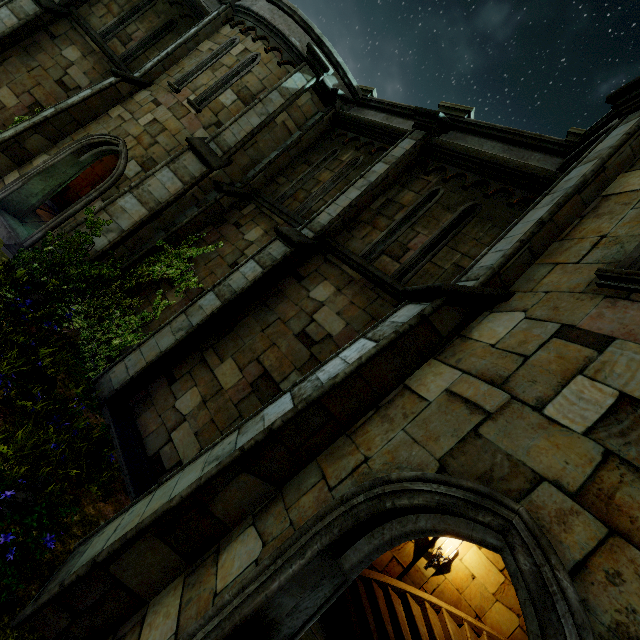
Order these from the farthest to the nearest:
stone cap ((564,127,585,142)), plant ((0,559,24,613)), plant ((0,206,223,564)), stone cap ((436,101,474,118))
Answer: stone cap ((436,101,474,118)) → stone cap ((564,127,585,142)) → plant ((0,206,223,564)) → plant ((0,559,24,613))

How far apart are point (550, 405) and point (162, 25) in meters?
16.3

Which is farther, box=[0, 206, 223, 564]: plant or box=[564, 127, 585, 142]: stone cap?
box=[564, 127, 585, 142]: stone cap

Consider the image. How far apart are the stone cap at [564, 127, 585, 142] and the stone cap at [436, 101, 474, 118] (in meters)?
2.18

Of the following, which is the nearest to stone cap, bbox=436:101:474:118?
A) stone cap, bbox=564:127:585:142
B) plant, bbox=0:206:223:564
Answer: stone cap, bbox=564:127:585:142

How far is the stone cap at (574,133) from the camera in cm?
629

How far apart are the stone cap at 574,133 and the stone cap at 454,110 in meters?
2.2
